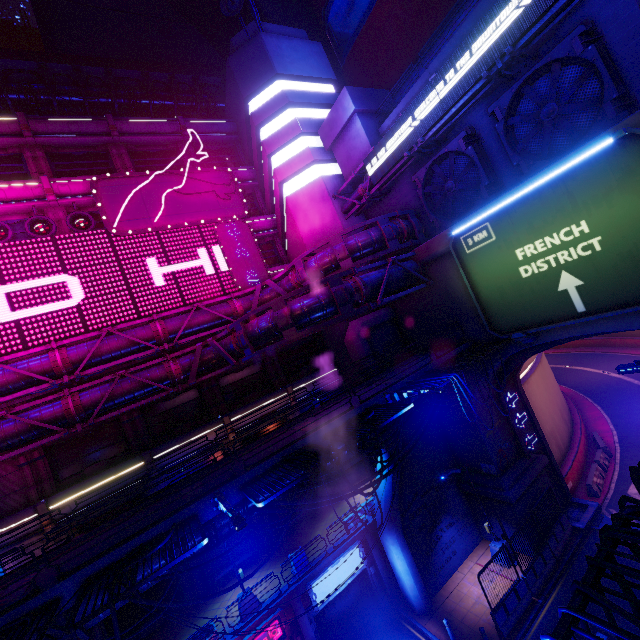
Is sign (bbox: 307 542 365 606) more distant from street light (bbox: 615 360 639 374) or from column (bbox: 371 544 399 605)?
street light (bbox: 615 360 639 374)

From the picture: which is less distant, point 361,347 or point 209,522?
point 209,522

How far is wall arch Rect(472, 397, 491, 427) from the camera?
19.0 meters

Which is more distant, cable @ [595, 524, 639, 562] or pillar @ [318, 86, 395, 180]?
pillar @ [318, 86, 395, 180]

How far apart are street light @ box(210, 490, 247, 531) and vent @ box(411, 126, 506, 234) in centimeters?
1754cm

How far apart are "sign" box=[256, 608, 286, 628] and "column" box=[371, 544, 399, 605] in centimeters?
561cm

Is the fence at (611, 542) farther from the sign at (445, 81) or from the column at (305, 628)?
the column at (305, 628)

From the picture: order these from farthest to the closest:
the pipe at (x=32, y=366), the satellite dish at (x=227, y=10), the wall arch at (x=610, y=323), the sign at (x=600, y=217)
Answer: the satellite dish at (x=227, y=10)
the pipe at (x=32, y=366)
the wall arch at (x=610, y=323)
the sign at (x=600, y=217)
